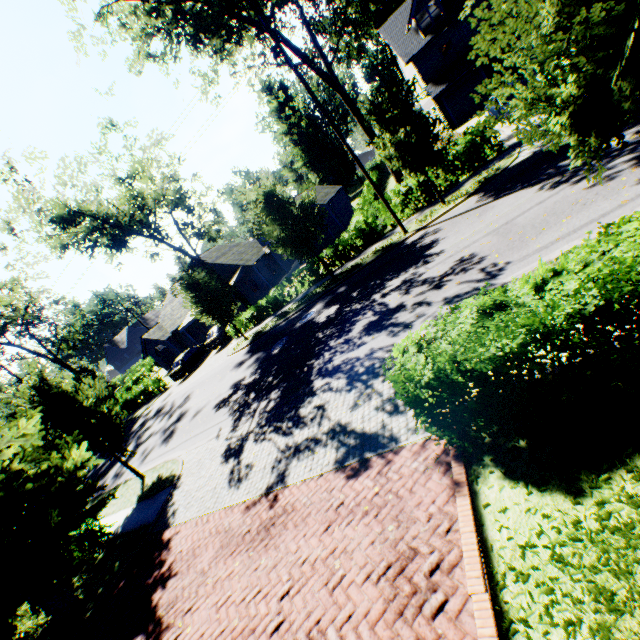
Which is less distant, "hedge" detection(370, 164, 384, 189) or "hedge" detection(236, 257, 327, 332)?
"hedge" detection(236, 257, 327, 332)

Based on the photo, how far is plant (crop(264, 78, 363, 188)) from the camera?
52.2 meters

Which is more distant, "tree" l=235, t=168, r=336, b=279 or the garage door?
the garage door

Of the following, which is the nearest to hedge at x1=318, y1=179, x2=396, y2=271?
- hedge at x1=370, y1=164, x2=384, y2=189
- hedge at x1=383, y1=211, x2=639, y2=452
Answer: hedge at x1=383, y1=211, x2=639, y2=452

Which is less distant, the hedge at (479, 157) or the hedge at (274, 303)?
the hedge at (479, 157)

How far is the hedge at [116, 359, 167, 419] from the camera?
30.42m

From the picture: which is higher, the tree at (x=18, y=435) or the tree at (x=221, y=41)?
the tree at (x=221, y=41)

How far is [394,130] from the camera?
14.23m
